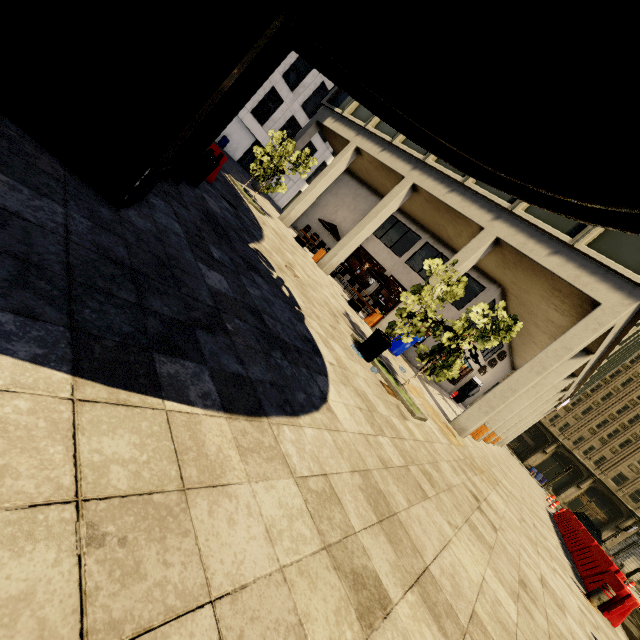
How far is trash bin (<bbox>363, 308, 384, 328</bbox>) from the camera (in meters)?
13.95

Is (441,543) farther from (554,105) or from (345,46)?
(345,46)

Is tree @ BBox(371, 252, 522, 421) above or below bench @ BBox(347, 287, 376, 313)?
above

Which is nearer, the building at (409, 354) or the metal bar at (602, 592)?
the metal bar at (602, 592)

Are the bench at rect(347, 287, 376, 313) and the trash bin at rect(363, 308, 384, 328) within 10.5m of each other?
yes

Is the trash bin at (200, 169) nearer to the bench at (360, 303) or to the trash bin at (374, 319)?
the bench at (360, 303)

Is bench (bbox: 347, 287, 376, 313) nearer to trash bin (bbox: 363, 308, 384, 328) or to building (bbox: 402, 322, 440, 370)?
trash bin (bbox: 363, 308, 384, 328)

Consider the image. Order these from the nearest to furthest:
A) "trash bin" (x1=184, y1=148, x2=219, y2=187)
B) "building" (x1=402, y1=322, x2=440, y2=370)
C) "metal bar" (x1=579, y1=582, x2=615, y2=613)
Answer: "trash bin" (x1=184, y1=148, x2=219, y2=187) → "metal bar" (x1=579, y1=582, x2=615, y2=613) → "building" (x1=402, y1=322, x2=440, y2=370)
